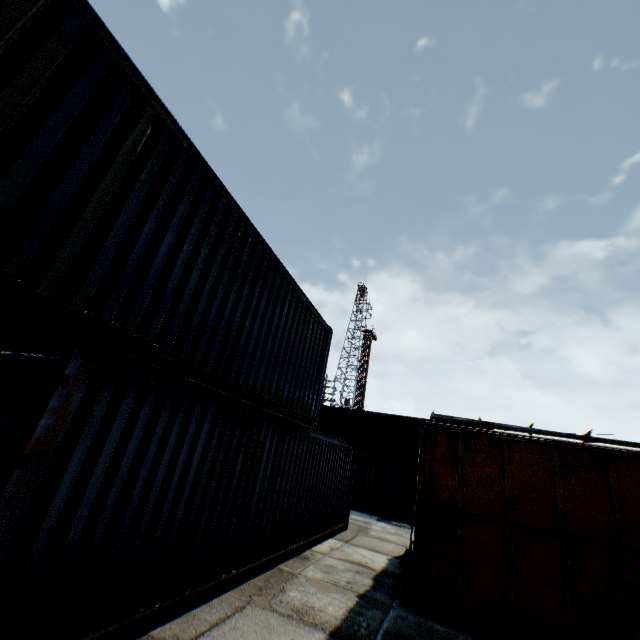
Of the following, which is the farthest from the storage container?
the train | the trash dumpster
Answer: the trash dumpster

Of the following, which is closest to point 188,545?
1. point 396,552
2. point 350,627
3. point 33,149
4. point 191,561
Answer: point 191,561

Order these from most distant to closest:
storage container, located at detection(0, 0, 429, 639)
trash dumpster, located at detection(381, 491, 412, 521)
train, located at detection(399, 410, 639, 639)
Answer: trash dumpster, located at detection(381, 491, 412, 521)
train, located at detection(399, 410, 639, 639)
storage container, located at detection(0, 0, 429, 639)

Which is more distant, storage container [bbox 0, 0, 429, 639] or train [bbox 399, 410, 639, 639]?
train [bbox 399, 410, 639, 639]

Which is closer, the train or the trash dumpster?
the train

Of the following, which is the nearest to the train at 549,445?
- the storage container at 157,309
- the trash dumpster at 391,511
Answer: the storage container at 157,309

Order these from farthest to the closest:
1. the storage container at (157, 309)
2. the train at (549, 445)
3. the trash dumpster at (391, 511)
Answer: the trash dumpster at (391, 511) < the train at (549, 445) < the storage container at (157, 309)
